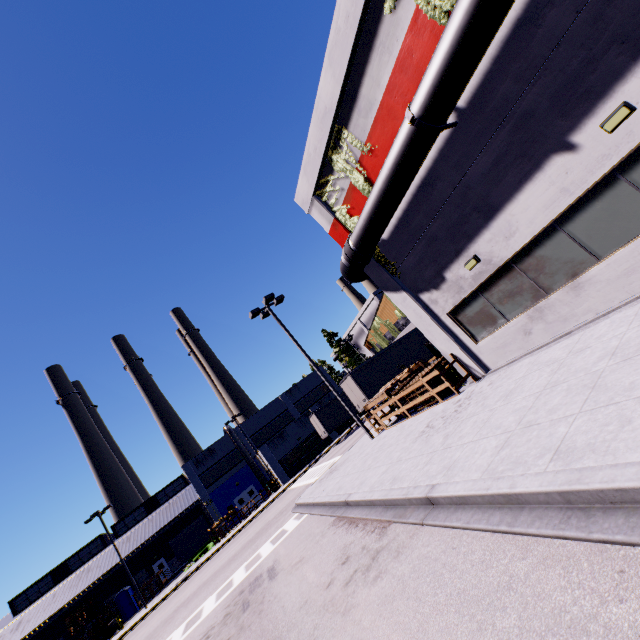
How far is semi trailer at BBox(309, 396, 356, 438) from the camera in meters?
34.0 m

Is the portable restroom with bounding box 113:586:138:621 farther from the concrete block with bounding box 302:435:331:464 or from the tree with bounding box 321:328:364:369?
the tree with bounding box 321:328:364:369

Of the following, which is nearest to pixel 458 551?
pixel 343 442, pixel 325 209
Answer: pixel 325 209

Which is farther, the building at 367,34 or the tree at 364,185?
the tree at 364,185

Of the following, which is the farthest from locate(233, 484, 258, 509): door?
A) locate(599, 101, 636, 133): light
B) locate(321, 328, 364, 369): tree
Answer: locate(599, 101, 636, 133): light

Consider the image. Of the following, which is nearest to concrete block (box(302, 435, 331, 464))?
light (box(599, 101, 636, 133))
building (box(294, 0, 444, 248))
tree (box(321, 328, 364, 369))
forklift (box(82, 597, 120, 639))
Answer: building (box(294, 0, 444, 248))

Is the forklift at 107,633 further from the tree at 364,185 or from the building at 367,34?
the tree at 364,185

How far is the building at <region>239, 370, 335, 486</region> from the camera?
38.16m
